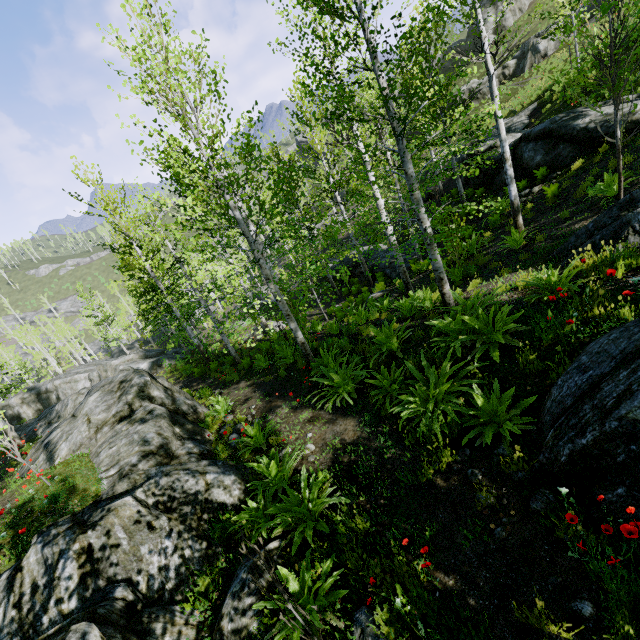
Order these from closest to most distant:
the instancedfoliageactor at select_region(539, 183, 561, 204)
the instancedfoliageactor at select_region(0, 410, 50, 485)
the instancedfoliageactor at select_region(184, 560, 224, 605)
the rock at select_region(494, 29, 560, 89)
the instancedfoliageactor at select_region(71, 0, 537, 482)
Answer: the instancedfoliageactor at select_region(184, 560, 224, 605) < the instancedfoliageactor at select_region(71, 0, 537, 482) < the instancedfoliageactor at select_region(0, 410, 50, 485) < the instancedfoliageactor at select_region(539, 183, 561, 204) < the rock at select_region(494, 29, 560, 89)

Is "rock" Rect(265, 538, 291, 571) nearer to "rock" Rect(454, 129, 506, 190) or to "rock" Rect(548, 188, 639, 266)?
"rock" Rect(548, 188, 639, 266)

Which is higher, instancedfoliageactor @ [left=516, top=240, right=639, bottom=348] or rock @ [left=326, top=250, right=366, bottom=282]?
instancedfoliageactor @ [left=516, top=240, right=639, bottom=348]

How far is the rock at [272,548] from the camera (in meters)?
4.00

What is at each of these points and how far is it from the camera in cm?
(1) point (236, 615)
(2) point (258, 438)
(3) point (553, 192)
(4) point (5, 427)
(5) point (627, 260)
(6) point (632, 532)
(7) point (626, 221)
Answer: (1) rock, 354
(2) instancedfoliageactor, 698
(3) instancedfoliageactor, 1102
(4) instancedfoliageactor, 643
(5) instancedfoliageactor, 490
(6) instancedfoliageactor, 224
(7) rock, 568

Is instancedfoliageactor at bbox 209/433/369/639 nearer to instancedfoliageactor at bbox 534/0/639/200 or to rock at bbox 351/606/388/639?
rock at bbox 351/606/388/639

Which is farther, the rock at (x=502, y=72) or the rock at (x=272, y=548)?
the rock at (x=502, y=72)

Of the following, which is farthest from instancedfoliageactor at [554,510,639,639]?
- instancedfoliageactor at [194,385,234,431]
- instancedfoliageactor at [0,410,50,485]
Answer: instancedfoliageactor at [0,410,50,485]
